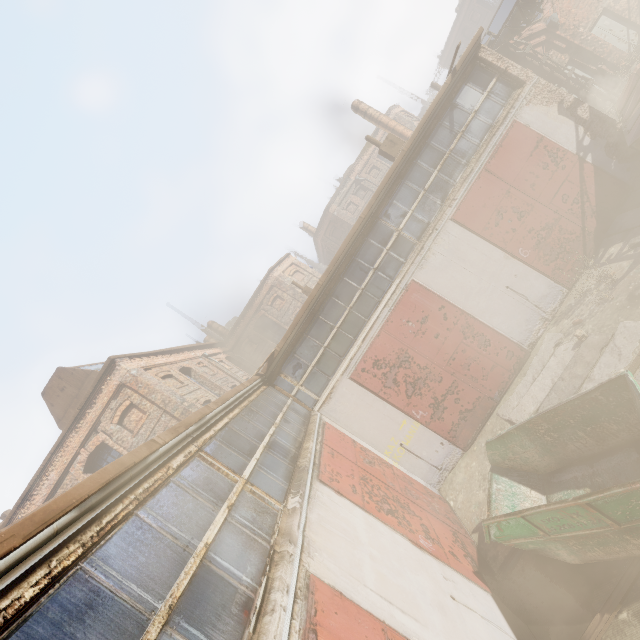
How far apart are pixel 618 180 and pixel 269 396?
12.6 meters

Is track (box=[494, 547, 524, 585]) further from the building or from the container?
the building

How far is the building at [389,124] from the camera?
22.73m

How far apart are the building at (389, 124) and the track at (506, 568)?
22.5m

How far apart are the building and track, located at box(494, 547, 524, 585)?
22.5m

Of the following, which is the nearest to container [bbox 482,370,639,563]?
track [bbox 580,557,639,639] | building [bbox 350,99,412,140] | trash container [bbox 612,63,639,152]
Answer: track [bbox 580,557,639,639]

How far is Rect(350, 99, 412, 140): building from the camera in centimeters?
2273cm

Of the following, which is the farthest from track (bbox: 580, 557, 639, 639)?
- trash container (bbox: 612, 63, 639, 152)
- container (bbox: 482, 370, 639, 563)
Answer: trash container (bbox: 612, 63, 639, 152)
